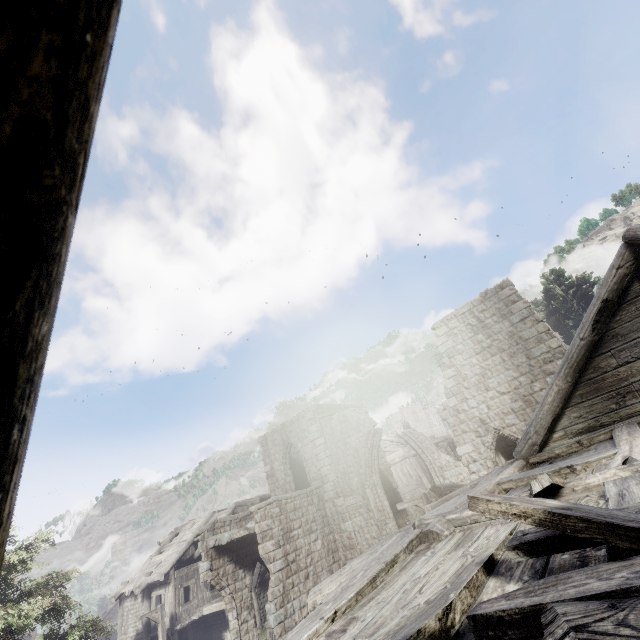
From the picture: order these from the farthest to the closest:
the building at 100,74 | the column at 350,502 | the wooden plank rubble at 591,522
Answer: the column at 350,502, the wooden plank rubble at 591,522, the building at 100,74

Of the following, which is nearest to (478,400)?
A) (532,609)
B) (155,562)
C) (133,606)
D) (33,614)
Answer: (532,609)

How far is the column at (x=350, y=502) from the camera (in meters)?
17.03

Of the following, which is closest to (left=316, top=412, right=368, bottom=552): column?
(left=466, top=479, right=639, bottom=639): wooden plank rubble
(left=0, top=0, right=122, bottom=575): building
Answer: (left=0, top=0, right=122, bottom=575): building

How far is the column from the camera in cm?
1703

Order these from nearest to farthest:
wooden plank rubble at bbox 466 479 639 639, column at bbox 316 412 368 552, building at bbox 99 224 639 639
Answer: wooden plank rubble at bbox 466 479 639 639
building at bbox 99 224 639 639
column at bbox 316 412 368 552

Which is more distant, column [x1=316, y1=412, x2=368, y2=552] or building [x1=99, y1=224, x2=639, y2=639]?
column [x1=316, y1=412, x2=368, y2=552]
